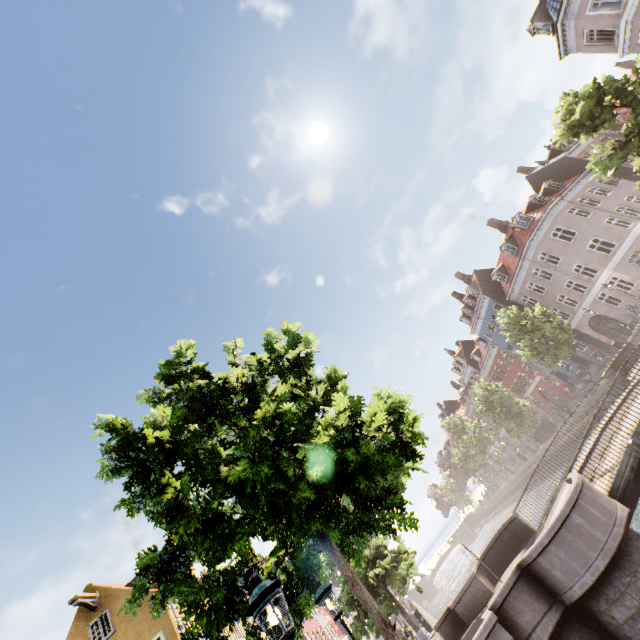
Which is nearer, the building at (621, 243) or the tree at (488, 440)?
the building at (621, 243)

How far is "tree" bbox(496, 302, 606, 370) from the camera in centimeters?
2480cm

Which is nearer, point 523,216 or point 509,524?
point 509,524

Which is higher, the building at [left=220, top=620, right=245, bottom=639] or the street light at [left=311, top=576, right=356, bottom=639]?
the building at [left=220, top=620, right=245, bottom=639]

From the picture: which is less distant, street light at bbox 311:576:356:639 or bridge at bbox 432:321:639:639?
street light at bbox 311:576:356:639

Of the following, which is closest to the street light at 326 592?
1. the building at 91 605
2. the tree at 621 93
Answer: the tree at 621 93

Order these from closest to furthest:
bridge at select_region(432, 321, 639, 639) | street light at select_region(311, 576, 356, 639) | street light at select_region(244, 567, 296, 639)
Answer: street light at select_region(244, 567, 296, 639), street light at select_region(311, 576, 356, 639), bridge at select_region(432, 321, 639, 639)
